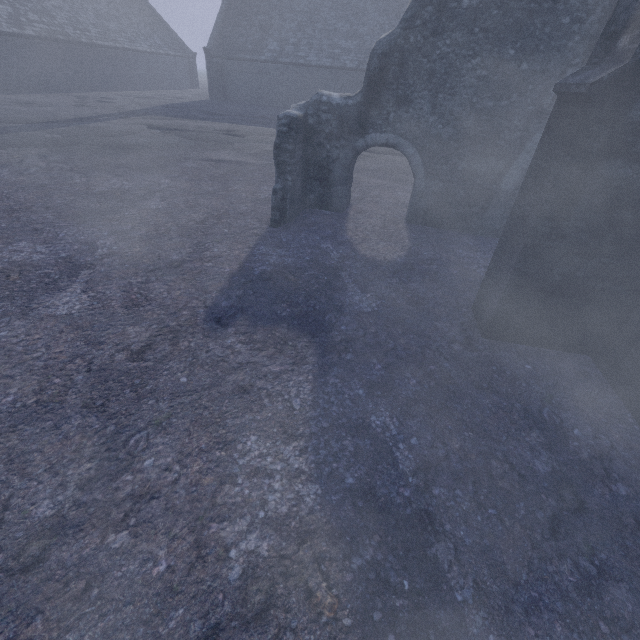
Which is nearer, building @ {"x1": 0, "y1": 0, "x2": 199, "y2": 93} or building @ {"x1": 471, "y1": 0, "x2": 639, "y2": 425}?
building @ {"x1": 471, "y1": 0, "x2": 639, "y2": 425}

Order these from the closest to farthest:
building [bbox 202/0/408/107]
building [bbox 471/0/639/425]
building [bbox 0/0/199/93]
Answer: building [bbox 471/0/639/425] < building [bbox 0/0/199/93] < building [bbox 202/0/408/107]

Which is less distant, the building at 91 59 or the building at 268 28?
the building at 91 59

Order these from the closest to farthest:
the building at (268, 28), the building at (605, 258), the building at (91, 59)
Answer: the building at (605, 258) < the building at (91, 59) < the building at (268, 28)

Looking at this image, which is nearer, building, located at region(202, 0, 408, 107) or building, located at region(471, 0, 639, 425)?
building, located at region(471, 0, 639, 425)

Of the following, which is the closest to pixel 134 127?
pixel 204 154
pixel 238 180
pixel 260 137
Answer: pixel 260 137
